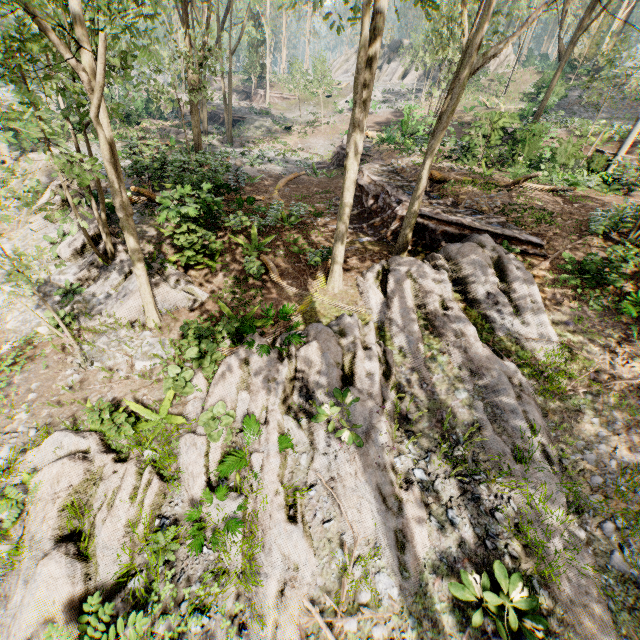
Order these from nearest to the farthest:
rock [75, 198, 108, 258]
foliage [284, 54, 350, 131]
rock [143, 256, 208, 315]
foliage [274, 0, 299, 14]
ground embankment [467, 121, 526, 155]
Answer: foliage [274, 0, 299, 14] → rock [143, 256, 208, 315] → rock [75, 198, 108, 258] → ground embankment [467, 121, 526, 155] → foliage [284, 54, 350, 131]

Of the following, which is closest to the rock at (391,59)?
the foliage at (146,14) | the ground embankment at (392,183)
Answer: the foliage at (146,14)

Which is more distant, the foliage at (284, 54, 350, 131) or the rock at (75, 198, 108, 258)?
the foliage at (284, 54, 350, 131)

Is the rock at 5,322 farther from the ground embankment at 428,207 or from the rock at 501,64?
the rock at 501,64

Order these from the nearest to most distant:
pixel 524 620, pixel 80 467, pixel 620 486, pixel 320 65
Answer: pixel 524 620, pixel 620 486, pixel 80 467, pixel 320 65

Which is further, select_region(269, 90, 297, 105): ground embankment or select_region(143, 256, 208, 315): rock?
select_region(269, 90, 297, 105): ground embankment

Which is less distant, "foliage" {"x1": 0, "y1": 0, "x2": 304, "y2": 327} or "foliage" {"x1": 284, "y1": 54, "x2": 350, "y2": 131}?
"foliage" {"x1": 0, "y1": 0, "x2": 304, "y2": 327}

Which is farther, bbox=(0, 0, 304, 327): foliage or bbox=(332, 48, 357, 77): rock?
bbox=(332, 48, 357, 77): rock
